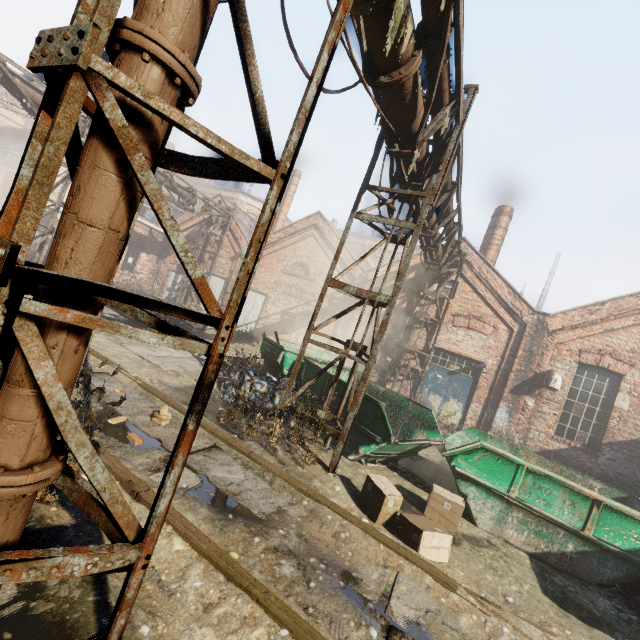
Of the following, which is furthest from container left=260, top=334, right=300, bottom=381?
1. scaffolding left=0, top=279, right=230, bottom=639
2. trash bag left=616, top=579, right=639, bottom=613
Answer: scaffolding left=0, top=279, right=230, bottom=639

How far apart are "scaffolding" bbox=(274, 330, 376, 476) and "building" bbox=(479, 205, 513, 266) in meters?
10.9

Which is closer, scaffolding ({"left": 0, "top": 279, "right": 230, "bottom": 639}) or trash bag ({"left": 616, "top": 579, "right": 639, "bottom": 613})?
scaffolding ({"left": 0, "top": 279, "right": 230, "bottom": 639})

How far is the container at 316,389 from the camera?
7.6 meters

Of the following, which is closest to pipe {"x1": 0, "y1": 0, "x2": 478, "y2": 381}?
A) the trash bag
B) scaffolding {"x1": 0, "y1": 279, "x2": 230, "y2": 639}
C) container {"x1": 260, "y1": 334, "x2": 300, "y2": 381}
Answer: scaffolding {"x1": 0, "y1": 279, "x2": 230, "y2": 639}

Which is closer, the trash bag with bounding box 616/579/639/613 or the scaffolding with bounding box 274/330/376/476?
the trash bag with bounding box 616/579/639/613

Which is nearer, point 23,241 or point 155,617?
point 23,241
